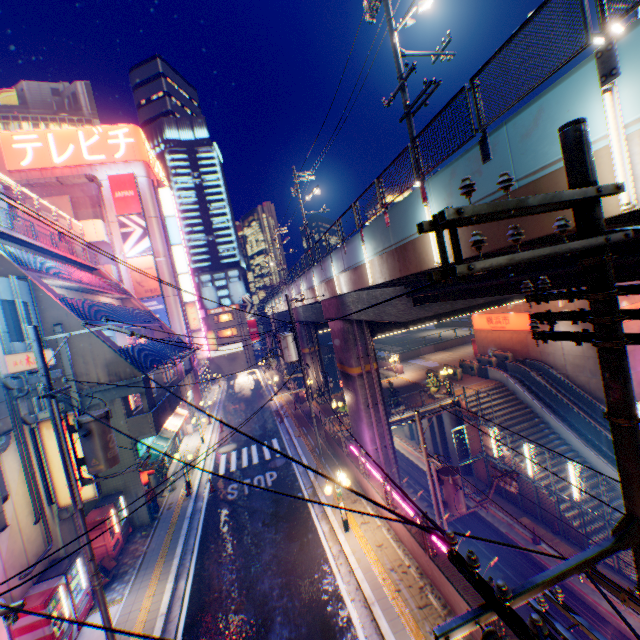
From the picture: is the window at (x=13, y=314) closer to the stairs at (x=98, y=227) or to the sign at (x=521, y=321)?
the stairs at (x=98, y=227)

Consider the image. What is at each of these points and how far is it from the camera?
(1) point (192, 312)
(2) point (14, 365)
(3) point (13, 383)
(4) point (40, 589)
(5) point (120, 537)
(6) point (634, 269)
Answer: (1) sign, 38.4m
(2) sign, 11.2m
(3) pipe, 10.8m
(4) vending machine, 9.9m
(5) vending machine, 14.5m
(6) overpass support, 8.0m

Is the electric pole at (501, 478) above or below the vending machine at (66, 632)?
below

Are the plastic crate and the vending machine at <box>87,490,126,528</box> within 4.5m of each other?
yes

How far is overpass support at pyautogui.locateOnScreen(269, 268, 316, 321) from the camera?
25.7 meters

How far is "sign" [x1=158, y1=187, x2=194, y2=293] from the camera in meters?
37.8

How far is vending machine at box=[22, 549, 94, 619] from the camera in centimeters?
955cm

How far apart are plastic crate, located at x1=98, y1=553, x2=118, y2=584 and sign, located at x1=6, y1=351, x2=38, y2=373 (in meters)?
8.00
